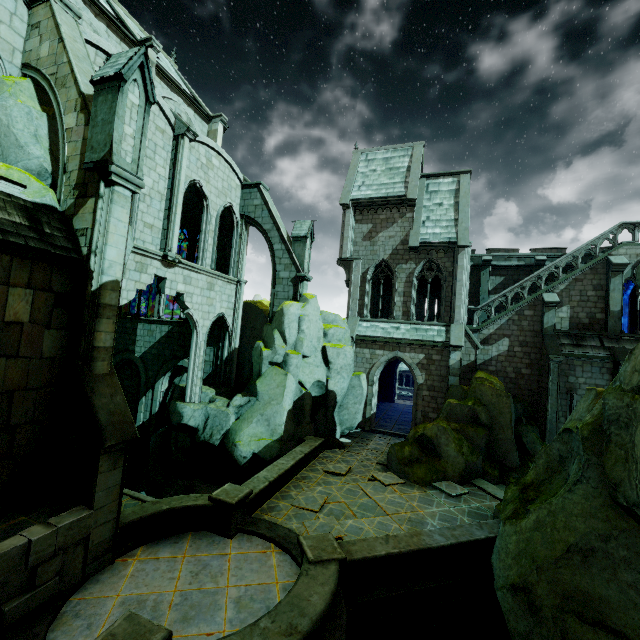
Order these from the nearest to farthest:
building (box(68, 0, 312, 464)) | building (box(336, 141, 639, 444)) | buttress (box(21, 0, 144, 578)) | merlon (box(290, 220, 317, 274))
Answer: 1. buttress (box(21, 0, 144, 578))
2. building (box(68, 0, 312, 464))
3. building (box(336, 141, 639, 444))
4. merlon (box(290, 220, 317, 274))

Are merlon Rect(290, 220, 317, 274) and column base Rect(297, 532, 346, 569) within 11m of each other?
no

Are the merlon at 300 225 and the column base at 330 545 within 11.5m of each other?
no

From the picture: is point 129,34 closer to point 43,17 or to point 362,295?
point 43,17

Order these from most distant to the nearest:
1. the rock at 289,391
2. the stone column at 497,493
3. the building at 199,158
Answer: the rock at 289,391 < the building at 199,158 < the stone column at 497,493

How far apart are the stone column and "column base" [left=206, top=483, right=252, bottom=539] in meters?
9.7 m

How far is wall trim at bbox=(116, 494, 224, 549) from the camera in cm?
832
